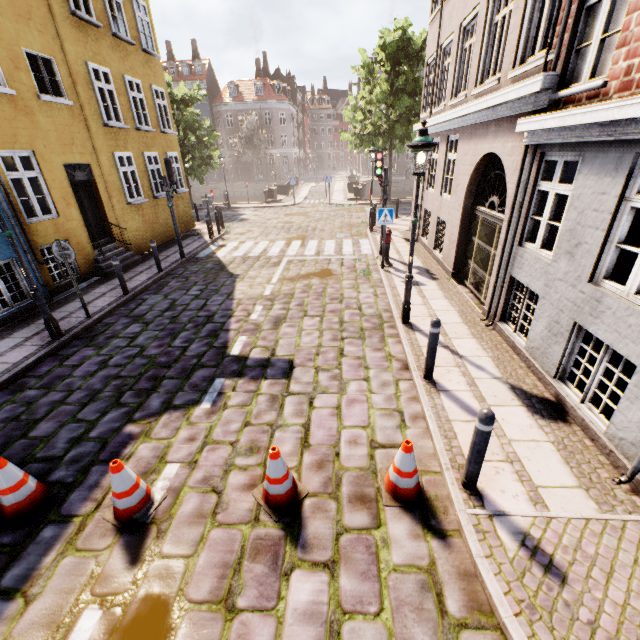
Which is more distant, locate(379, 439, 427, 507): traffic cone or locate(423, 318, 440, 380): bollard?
locate(423, 318, 440, 380): bollard

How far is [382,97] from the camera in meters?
20.3

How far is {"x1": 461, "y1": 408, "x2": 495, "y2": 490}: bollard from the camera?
3.2m

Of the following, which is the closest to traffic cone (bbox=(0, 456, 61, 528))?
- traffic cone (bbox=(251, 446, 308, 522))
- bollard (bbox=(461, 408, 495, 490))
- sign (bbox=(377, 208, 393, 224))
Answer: traffic cone (bbox=(251, 446, 308, 522))

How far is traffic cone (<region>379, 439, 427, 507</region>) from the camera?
3.51m

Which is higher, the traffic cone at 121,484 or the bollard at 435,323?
the bollard at 435,323

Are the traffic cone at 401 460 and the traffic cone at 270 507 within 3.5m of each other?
yes

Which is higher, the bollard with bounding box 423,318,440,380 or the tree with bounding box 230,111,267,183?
the tree with bounding box 230,111,267,183
